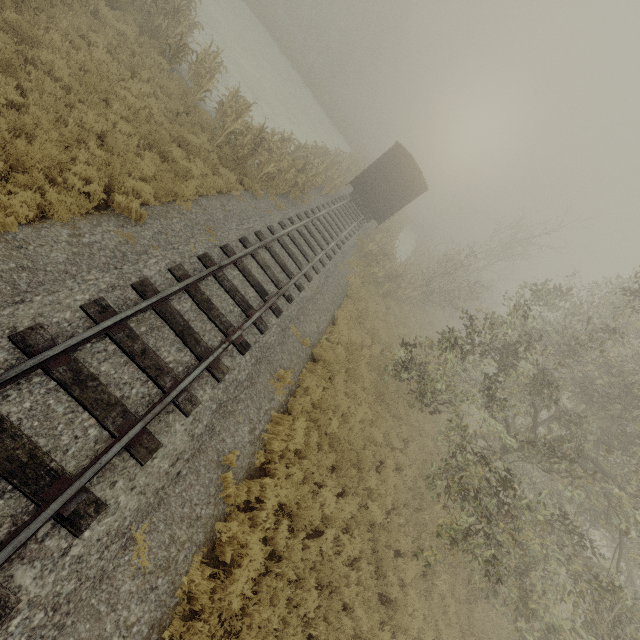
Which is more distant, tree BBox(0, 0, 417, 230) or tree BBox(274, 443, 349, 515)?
tree BBox(274, 443, 349, 515)

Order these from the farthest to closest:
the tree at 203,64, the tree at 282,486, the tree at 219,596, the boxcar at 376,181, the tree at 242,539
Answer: the boxcar at 376,181 < the tree at 203,64 < the tree at 282,486 < the tree at 242,539 < the tree at 219,596

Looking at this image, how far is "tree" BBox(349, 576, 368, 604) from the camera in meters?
7.0 m

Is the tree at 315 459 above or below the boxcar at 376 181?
below

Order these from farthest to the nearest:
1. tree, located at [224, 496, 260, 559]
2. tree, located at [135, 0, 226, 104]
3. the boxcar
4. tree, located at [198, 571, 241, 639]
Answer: the boxcar → tree, located at [135, 0, 226, 104] → tree, located at [224, 496, 260, 559] → tree, located at [198, 571, 241, 639]

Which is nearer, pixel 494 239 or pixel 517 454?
pixel 517 454
